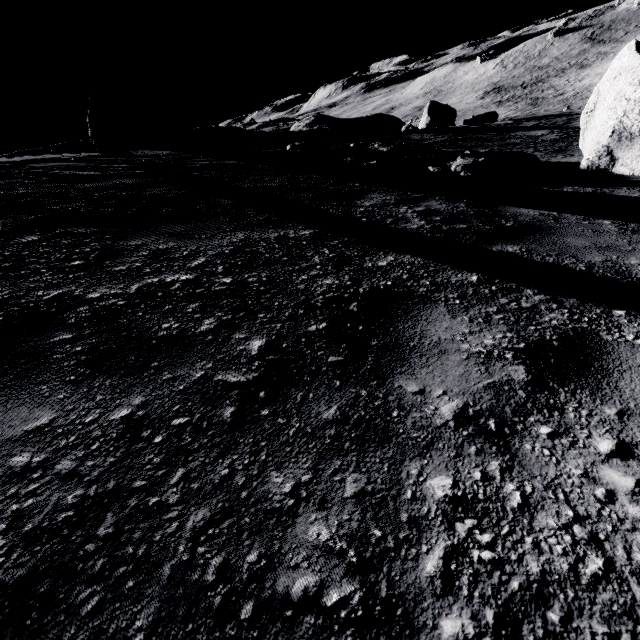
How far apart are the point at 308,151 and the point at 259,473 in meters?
11.2

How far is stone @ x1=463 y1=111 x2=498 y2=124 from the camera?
31.1 meters

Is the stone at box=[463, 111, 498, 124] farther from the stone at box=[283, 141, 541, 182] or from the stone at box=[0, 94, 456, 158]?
the stone at box=[283, 141, 541, 182]

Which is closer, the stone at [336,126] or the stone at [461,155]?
the stone at [461,155]

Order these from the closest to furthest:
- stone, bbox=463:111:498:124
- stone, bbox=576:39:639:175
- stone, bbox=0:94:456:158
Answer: stone, bbox=576:39:639:175, stone, bbox=0:94:456:158, stone, bbox=463:111:498:124

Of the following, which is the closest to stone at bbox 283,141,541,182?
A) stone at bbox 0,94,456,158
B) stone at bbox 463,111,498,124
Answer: stone at bbox 0,94,456,158

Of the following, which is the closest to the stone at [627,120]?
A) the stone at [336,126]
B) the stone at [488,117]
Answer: the stone at [336,126]
